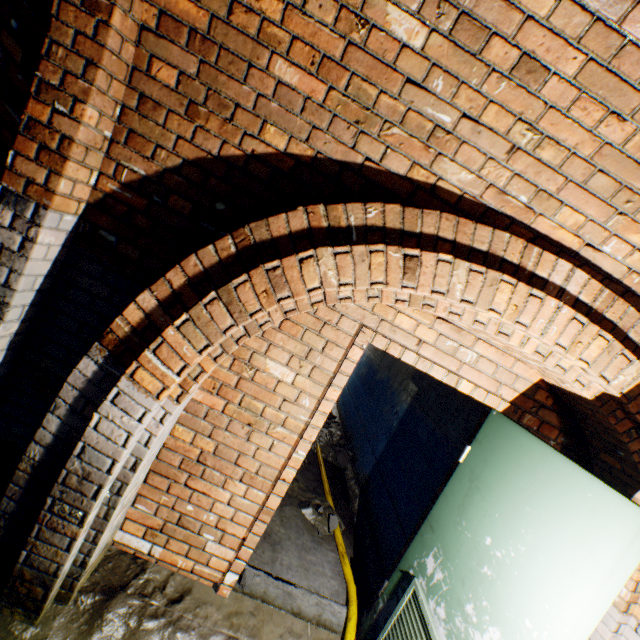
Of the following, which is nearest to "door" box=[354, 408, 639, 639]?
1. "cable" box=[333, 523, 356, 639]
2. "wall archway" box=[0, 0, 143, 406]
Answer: "cable" box=[333, 523, 356, 639]

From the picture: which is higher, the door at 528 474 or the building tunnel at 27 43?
the building tunnel at 27 43

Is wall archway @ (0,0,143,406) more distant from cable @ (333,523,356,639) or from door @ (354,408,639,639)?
cable @ (333,523,356,639)

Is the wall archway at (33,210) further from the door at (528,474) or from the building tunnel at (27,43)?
the door at (528,474)

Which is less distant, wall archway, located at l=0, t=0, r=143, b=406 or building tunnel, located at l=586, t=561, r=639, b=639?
wall archway, located at l=0, t=0, r=143, b=406

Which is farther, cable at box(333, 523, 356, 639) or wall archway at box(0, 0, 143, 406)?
cable at box(333, 523, 356, 639)

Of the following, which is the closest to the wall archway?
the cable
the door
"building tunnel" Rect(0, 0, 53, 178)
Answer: "building tunnel" Rect(0, 0, 53, 178)

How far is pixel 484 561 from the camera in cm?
179
